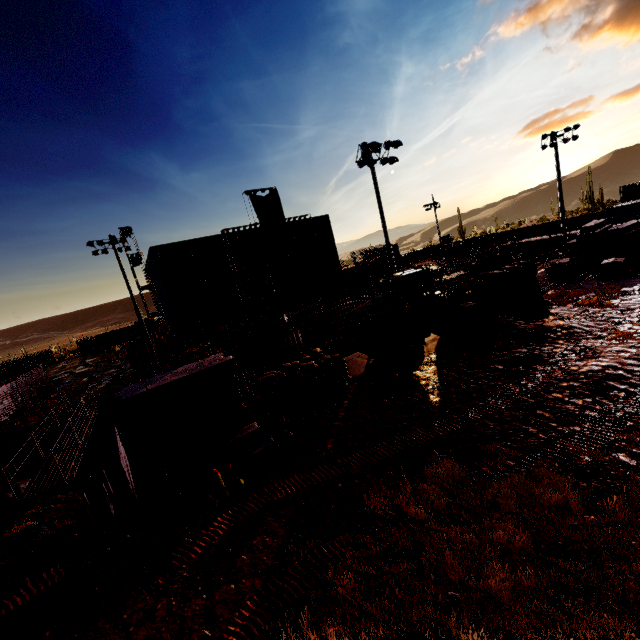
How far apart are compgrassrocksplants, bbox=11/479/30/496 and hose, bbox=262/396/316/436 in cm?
1744

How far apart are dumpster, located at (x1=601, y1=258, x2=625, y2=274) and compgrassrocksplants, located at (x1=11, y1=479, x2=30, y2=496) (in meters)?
39.60

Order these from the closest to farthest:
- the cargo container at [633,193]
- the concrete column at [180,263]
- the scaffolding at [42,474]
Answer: the scaffolding at [42,474], the concrete column at [180,263], the cargo container at [633,193]

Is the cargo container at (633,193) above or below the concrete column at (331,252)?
below

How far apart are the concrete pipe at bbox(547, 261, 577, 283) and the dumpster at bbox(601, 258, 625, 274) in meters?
1.4

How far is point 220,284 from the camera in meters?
43.3

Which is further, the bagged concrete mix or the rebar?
the rebar

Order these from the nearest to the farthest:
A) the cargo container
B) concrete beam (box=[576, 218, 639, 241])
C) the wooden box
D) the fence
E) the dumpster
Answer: the wooden box, the dumpster, concrete beam (box=[576, 218, 639, 241]), the cargo container, the fence
